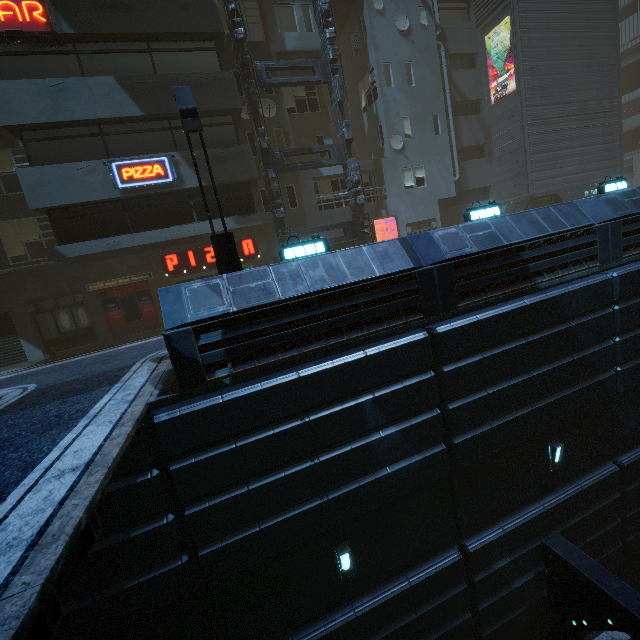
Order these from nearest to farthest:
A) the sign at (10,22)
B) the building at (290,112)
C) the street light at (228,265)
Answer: the street light at (228,265) < the sign at (10,22) < the building at (290,112)

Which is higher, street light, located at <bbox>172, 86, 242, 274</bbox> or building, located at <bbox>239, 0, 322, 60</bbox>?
building, located at <bbox>239, 0, 322, 60</bbox>

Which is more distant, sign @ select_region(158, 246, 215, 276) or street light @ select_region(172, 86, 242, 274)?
sign @ select_region(158, 246, 215, 276)

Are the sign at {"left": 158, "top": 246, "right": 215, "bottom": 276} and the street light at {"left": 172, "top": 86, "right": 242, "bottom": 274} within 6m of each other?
no

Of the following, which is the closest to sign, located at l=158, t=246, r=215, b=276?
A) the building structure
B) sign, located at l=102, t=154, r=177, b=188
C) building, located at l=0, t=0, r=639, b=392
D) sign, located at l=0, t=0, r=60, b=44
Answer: building, located at l=0, t=0, r=639, b=392

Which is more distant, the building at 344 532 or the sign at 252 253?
the sign at 252 253

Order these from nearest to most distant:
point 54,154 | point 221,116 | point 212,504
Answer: point 212,504 → point 54,154 → point 221,116

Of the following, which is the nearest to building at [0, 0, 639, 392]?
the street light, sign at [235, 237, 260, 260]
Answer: sign at [235, 237, 260, 260]
